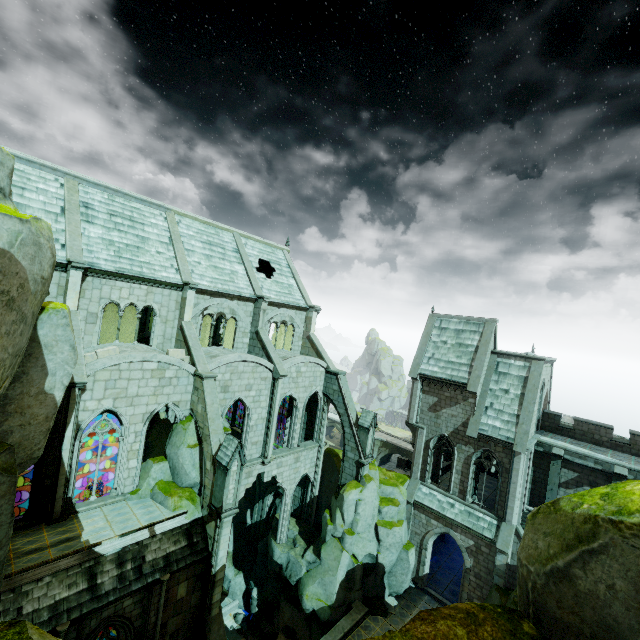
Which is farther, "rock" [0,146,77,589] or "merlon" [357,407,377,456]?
"merlon" [357,407,377,456]

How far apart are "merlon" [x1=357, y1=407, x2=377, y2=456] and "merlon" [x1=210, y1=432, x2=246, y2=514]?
10.9m

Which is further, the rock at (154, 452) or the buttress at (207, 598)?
the rock at (154, 452)

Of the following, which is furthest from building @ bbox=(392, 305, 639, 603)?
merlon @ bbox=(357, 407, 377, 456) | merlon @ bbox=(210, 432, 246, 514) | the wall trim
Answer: the wall trim

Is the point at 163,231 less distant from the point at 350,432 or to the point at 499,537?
the point at 350,432

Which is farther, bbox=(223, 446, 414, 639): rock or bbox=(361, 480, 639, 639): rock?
bbox=(223, 446, 414, 639): rock

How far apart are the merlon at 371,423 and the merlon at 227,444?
10.9m

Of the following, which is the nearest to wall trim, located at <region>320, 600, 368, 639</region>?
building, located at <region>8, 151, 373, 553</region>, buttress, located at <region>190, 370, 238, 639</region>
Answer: buttress, located at <region>190, 370, 238, 639</region>
